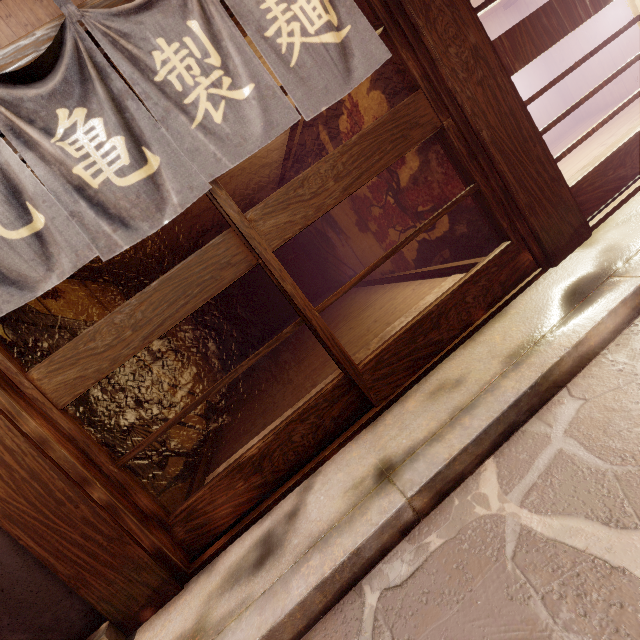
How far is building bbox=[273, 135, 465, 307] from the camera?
5.82m

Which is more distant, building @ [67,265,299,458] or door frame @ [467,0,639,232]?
building @ [67,265,299,458]

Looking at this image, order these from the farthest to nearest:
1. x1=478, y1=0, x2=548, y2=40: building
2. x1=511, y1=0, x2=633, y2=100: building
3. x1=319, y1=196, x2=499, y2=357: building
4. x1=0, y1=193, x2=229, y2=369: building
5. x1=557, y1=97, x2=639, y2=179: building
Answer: x1=478, y1=0, x2=548, y2=40: building → x1=511, y1=0, x2=633, y2=100: building → x1=557, y1=97, x2=639, y2=179: building → x1=319, y1=196, x2=499, y2=357: building → x1=0, y1=193, x2=229, y2=369: building

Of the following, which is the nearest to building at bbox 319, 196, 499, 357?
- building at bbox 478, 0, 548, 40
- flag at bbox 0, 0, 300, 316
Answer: building at bbox 478, 0, 548, 40

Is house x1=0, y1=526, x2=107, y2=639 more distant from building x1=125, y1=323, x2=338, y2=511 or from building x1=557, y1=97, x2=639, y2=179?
building x1=557, y1=97, x2=639, y2=179

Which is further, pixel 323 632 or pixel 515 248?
pixel 515 248

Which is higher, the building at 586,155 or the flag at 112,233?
the flag at 112,233

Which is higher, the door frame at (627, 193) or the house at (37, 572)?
the house at (37, 572)
